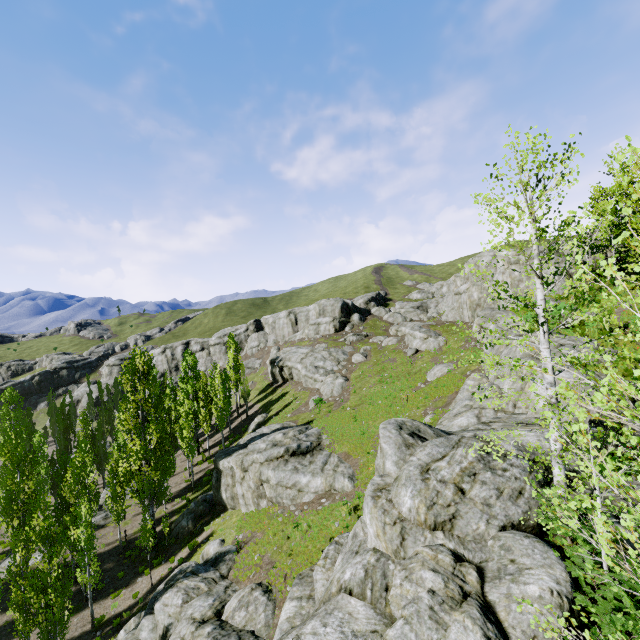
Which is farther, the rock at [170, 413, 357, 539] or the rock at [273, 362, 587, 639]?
the rock at [170, 413, 357, 539]

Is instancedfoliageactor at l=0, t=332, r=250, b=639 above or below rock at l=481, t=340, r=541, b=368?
below

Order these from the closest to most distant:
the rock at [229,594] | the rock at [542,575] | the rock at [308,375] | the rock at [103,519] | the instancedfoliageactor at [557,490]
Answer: the instancedfoliageactor at [557,490]
the rock at [542,575]
the rock at [229,594]
the rock at [103,519]
the rock at [308,375]

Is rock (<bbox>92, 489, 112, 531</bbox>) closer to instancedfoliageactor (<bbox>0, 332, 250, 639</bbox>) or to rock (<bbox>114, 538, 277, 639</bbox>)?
instancedfoliageactor (<bbox>0, 332, 250, 639</bbox>)

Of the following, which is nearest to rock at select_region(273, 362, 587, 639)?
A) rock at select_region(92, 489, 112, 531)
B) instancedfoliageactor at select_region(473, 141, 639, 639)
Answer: instancedfoliageactor at select_region(473, 141, 639, 639)

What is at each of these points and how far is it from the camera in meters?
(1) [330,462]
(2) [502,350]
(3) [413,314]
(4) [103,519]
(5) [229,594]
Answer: (1) rock, 25.0
(2) rock, 21.4
(3) rock, 59.9
(4) rock, 33.2
(5) rock, 18.8

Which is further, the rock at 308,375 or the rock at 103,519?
the rock at 308,375
